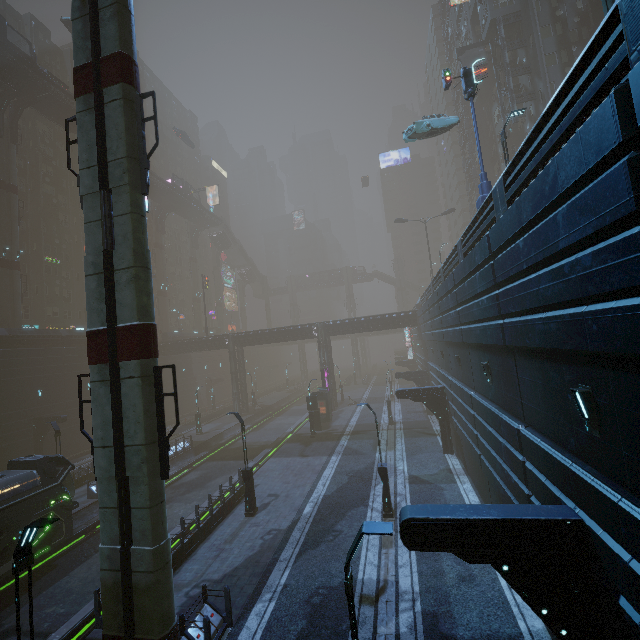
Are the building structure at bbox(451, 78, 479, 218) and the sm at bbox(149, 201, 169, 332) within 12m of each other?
no

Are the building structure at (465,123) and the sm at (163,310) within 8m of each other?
no

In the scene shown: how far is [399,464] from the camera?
22.7 meters

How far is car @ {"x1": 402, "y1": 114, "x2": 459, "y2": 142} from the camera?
22.66m

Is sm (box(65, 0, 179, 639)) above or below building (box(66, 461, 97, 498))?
above

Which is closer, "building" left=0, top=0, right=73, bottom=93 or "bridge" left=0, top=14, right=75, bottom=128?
"bridge" left=0, top=14, right=75, bottom=128

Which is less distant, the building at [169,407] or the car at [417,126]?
the car at [417,126]

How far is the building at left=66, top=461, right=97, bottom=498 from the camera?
22.5m
